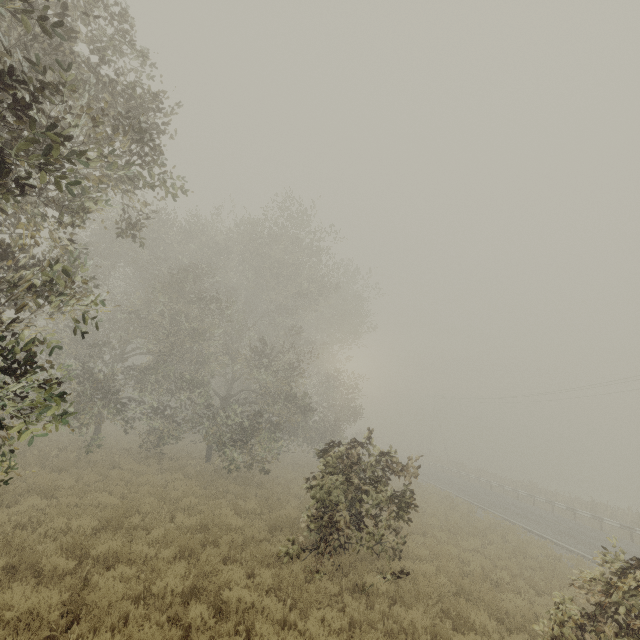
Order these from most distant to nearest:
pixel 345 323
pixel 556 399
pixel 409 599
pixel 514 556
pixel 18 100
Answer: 1. pixel 556 399
2. pixel 345 323
3. pixel 514 556
4. pixel 409 599
5. pixel 18 100

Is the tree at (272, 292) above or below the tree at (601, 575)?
above

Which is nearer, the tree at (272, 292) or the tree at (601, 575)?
the tree at (272, 292)

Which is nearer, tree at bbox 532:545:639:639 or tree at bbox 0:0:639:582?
tree at bbox 0:0:639:582

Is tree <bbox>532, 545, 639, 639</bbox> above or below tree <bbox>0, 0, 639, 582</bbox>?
below
